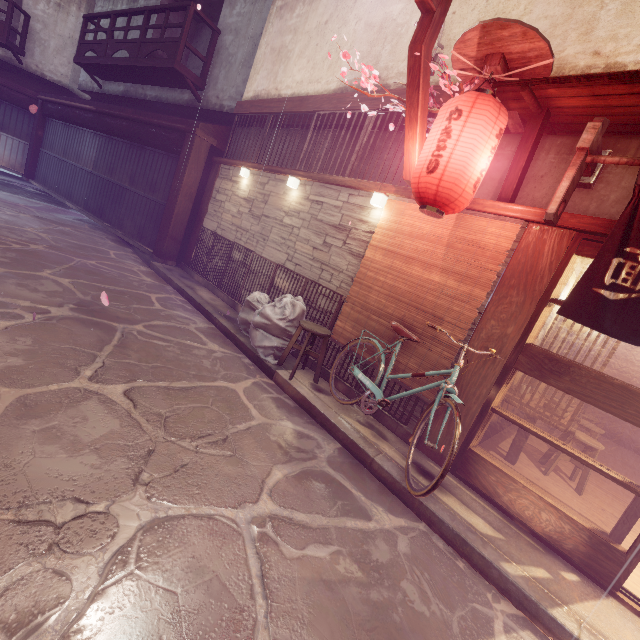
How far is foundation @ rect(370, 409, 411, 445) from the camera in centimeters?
719cm

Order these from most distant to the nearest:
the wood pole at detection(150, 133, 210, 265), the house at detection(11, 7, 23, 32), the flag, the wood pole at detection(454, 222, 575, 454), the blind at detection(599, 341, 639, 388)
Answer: the house at detection(11, 7, 23, 32) < the blind at detection(599, 341, 639, 388) < the wood pole at detection(150, 133, 210, 265) < the wood pole at detection(454, 222, 575, 454) < the flag

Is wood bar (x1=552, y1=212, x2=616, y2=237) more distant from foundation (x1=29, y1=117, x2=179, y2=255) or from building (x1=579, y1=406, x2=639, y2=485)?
foundation (x1=29, y1=117, x2=179, y2=255)

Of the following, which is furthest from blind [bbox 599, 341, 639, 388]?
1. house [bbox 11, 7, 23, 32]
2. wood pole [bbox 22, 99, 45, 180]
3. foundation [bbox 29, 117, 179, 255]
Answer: house [bbox 11, 7, 23, 32]

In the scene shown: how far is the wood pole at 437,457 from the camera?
6.7m

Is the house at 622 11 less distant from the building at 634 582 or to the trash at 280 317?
the building at 634 582

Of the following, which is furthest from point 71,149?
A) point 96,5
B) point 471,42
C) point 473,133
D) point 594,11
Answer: point 594,11

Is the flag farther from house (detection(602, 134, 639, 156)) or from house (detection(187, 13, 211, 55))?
house (detection(187, 13, 211, 55))
